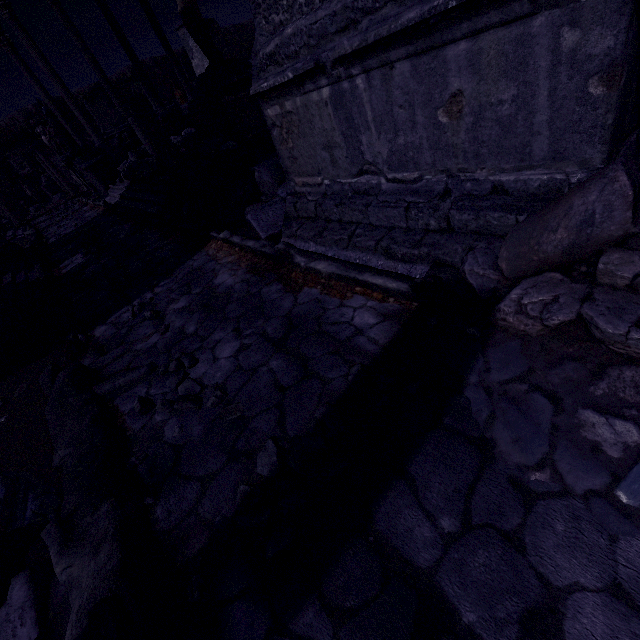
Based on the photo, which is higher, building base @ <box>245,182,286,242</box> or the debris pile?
the debris pile

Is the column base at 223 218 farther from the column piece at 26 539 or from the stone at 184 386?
the column piece at 26 539

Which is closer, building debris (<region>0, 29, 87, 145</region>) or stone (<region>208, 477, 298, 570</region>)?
stone (<region>208, 477, 298, 570</region>)

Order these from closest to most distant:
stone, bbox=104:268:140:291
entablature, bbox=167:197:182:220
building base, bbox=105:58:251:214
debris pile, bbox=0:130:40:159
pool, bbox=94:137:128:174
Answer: stone, bbox=104:268:140:291 < entablature, bbox=167:197:182:220 < building base, bbox=105:58:251:214 < pool, bbox=94:137:128:174 < debris pile, bbox=0:130:40:159

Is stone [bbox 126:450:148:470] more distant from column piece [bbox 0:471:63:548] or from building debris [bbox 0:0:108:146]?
building debris [bbox 0:0:108:146]

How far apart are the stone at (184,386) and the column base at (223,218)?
2.79m

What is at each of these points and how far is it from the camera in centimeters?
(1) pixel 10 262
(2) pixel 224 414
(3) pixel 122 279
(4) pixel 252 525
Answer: (1) building, 820cm
(2) stone, 232cm
(3) stone, 505cm
(4) stone, 158cm

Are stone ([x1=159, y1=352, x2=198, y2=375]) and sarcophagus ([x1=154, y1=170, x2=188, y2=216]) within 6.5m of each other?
yes
